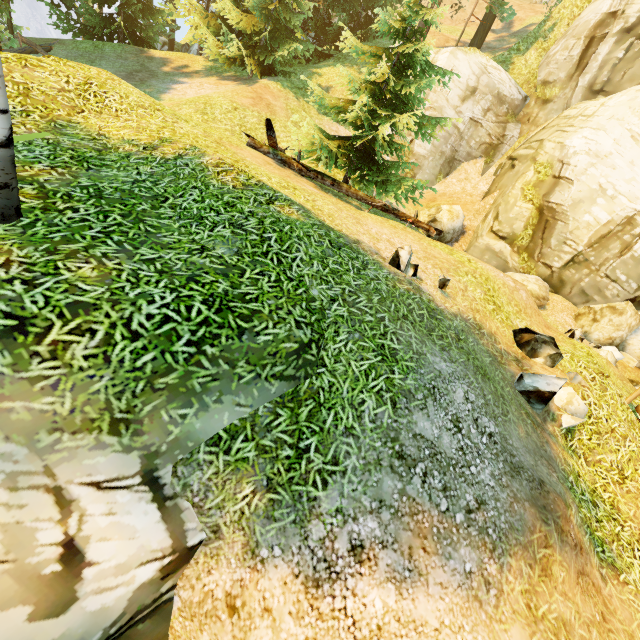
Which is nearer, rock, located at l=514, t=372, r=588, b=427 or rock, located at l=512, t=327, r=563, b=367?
rock, located at l=514, t=372, r=588, b=427

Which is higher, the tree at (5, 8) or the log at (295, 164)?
the log at (295, 164)

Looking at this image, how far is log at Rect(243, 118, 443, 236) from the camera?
9.4 meters

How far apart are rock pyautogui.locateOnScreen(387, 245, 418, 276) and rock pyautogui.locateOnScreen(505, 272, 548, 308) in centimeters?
Result: 691cm

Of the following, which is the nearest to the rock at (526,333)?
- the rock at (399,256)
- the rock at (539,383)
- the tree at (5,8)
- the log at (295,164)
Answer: the rock at (539,383)

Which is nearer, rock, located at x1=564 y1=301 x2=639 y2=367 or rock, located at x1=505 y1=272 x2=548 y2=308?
rock, located at x1=564 y1=301 x2=639 y2=367

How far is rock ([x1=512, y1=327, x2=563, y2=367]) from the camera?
6.3 meters

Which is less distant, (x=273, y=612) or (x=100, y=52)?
(x=273, y=612)
